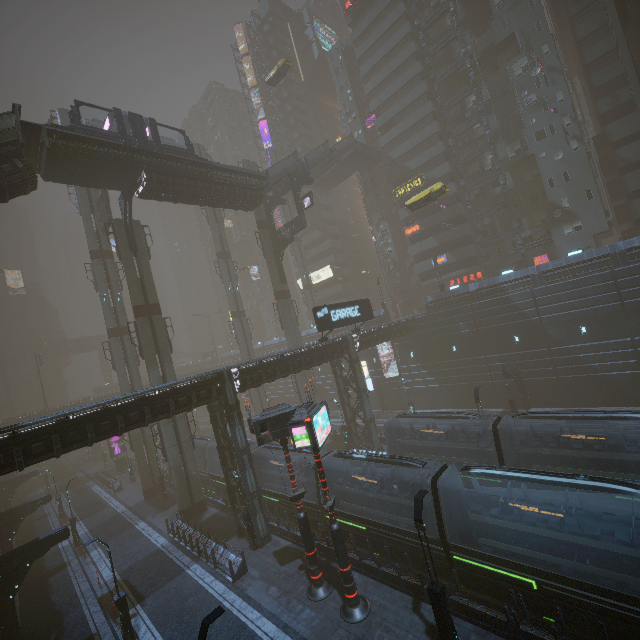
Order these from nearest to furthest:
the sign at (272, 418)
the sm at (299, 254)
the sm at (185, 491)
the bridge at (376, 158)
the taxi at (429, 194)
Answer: the sign at (272, 418), the sm at (185, 491), the taxi at (429, 194), the bridge at (376, 158), the sm at (299, 254)

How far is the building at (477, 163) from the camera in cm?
4342

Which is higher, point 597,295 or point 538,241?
point 538,241

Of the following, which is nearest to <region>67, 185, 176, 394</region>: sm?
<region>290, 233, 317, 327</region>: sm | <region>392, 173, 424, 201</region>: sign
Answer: <region>290, 233, 317, 327</region>: sm

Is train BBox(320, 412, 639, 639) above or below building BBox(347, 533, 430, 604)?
above

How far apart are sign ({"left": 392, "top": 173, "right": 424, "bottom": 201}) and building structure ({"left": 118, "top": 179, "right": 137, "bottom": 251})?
36.5 meters

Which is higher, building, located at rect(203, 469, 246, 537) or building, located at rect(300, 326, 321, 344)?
building, located at rect(300, 326, 321, 344)

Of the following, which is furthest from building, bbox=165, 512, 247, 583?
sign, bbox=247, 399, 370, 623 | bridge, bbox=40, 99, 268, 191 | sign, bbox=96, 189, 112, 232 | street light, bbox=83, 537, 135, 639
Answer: sign, bbox=96, 189, 112, 232
